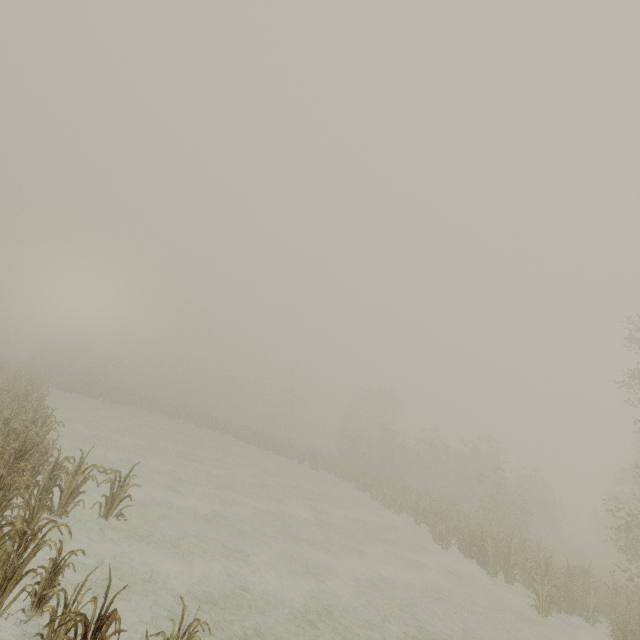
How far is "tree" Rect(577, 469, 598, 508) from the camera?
→ 48.25m

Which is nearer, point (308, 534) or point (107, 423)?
point (308, 534)

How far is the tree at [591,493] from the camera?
48.2m
